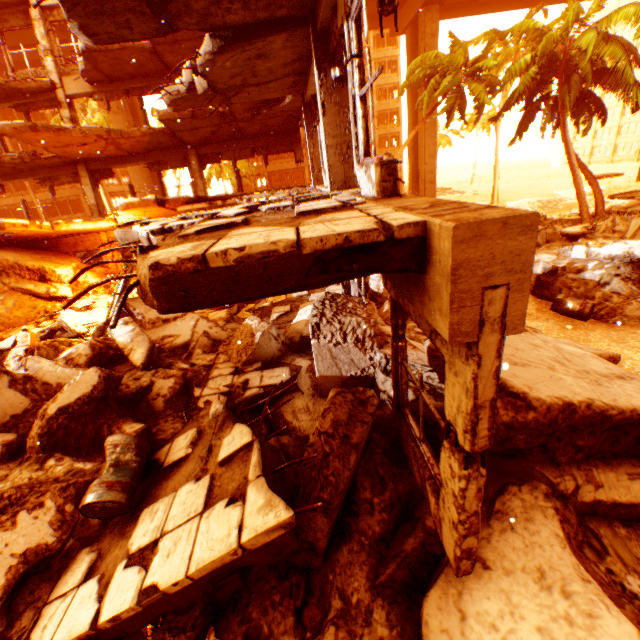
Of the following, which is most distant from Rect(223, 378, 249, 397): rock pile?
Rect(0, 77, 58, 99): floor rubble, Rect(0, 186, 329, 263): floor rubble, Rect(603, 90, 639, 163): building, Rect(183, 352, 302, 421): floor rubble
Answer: Rect(603, 90, 639, 163): building

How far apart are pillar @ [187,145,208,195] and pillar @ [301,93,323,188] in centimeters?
640cm

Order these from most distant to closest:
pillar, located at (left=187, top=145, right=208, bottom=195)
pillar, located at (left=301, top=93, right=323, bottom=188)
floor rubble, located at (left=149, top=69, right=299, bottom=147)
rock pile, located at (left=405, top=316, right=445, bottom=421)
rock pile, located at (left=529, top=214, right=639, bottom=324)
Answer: pillar, located at (left=187, top=145, right=208, bottom=195), pillar, located at (left=301, top=93, right=323, bottom=188), rock pile, located at (left=529, top=214, right=639, bottom=324), floor rubble, located at (left=149, top=69, right=299, bottom=147), rock pile, located at (left=405, top=316, right=445, bottom=421)

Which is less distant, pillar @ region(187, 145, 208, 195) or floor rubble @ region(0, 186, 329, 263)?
floor rubble @ region(0, 186, 329, 263)

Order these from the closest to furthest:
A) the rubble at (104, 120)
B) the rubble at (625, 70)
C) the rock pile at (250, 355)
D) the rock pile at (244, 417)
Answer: the rock pile at (250, 355), the rock pile at (244, 417), the rubble at (625, 70), the rubble at (104, 120)

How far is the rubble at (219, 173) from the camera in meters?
30.3

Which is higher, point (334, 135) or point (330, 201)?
point (334, 135)

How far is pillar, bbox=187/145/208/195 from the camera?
14.59m
